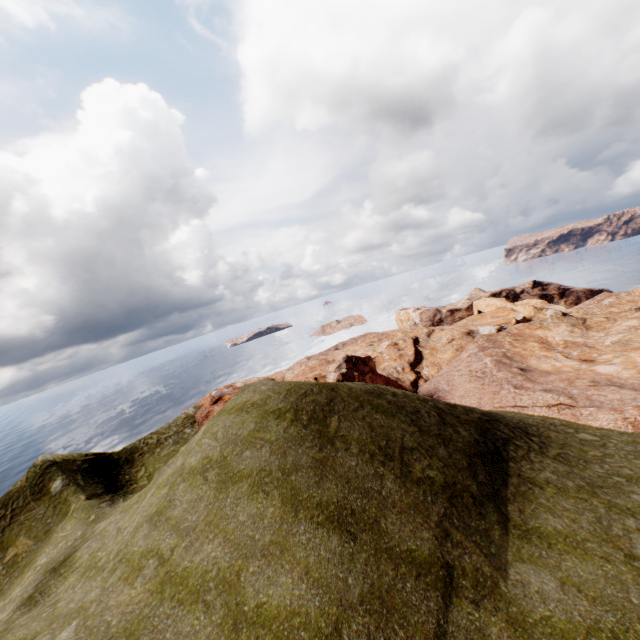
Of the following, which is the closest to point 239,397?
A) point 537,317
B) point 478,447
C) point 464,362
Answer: point 478,447
